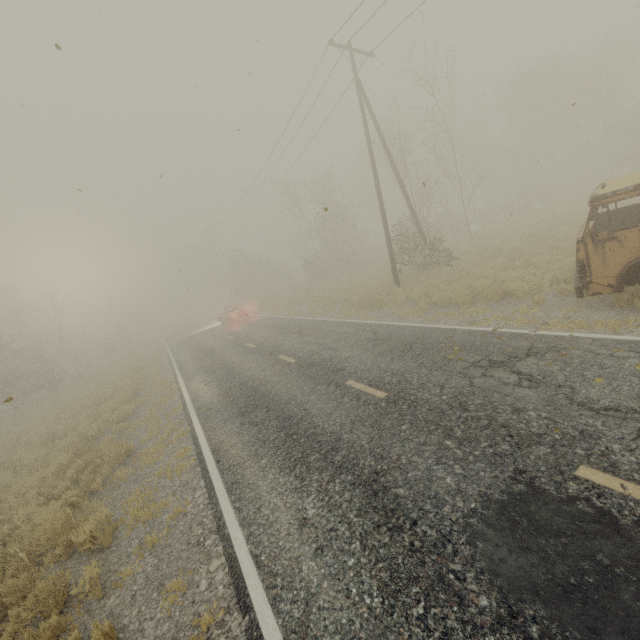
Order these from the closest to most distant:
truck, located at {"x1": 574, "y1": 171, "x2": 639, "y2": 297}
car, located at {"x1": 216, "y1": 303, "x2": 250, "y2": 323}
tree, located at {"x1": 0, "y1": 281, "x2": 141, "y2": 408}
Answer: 1. truck, located at {"x1": 574, "y1": 171, "x2": 639, "y2": 297}
2. tree, located at {"x1": 0, "y1": 281, "x2": 141, "y2": 408}
3. car, located at {"x1": 216, "y1": 303, "x2": 250, "y2": 323}

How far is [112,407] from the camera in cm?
1450

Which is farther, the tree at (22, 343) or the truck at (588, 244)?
the tree at (22, 343)

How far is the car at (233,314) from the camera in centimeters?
2588cm

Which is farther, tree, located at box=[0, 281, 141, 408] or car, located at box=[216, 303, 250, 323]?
car, located at box=[216, 303, 250, 323]

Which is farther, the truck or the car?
the car

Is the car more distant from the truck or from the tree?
the truck

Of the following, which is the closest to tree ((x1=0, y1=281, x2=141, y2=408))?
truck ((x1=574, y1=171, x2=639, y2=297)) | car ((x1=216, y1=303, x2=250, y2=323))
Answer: car ((x1=216, y1=303, x2=250, y2=323))
